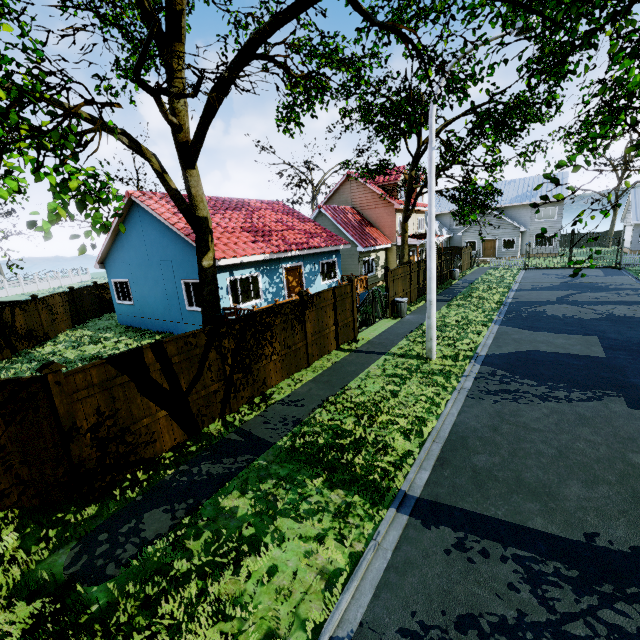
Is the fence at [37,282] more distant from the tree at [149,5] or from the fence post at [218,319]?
the tree at [149,5]

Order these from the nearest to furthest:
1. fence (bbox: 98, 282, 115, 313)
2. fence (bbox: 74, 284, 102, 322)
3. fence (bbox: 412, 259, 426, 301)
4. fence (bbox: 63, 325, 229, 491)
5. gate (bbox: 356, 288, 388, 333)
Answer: fence (bbox: 63, 325, 229, 491) → gate (bbox: 356, 288, 388, 333) → fence (bbox: 412, 259, 426, 301) → fence (bbox: 74, 284, 102, 322) → fence (bbox: 98, 282, 115, 313)

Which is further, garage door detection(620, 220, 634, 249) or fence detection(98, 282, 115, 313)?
garage door detection(620, 220, 634, 249)

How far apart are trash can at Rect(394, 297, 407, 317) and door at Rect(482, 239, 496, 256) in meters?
27.2

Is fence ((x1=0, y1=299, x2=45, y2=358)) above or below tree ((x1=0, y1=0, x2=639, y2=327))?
below

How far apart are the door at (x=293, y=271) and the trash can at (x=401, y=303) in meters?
5.0 m

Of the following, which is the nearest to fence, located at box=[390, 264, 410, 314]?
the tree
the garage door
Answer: the tree

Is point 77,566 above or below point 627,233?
below
